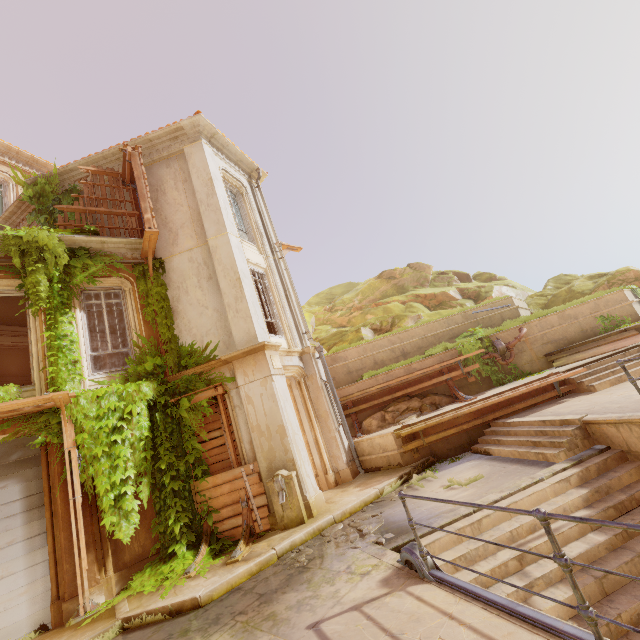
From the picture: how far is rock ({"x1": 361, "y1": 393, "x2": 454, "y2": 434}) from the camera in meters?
11.8 m

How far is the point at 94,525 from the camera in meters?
7.3

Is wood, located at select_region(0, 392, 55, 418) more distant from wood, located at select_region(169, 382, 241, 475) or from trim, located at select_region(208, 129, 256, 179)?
trim, located at select_region(208, 129, 256, 179)

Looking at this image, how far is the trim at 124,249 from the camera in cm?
905

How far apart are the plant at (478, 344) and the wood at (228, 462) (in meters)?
8.97

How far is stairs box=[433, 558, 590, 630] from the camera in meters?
4.1 m

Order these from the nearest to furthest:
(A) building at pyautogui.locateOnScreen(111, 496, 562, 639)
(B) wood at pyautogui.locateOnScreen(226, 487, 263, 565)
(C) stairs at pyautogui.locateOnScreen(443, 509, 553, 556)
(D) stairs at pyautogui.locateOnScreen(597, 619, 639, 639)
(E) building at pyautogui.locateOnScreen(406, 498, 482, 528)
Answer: (A) building at pyautogui.locateOnScreen(111, 496, 562, 639)
(D) stairs at pyautogui.locateOnScreen(597, 619, 639, 639)
(C) stairs at pyautogui.locateOnScreen(443, 509, 553, 556)
(E) building at pyautogui.locateOnScreen(406, 498, 482, 528)
(B) wood at pyautogui.locateOnScreen(226, 487, 263, 565)

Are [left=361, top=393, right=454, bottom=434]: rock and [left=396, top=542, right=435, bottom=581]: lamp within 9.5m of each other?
yes
